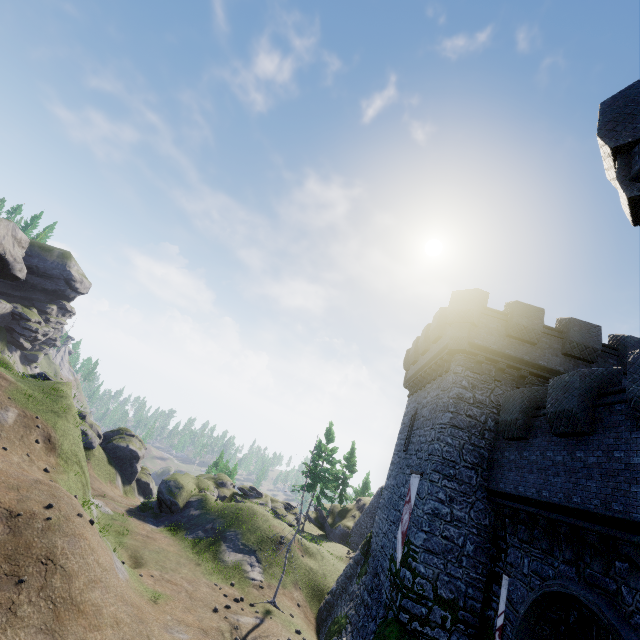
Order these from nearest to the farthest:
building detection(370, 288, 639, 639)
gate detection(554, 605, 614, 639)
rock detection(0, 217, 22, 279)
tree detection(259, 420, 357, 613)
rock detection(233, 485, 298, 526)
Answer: building detection(370, 288, 639, 639) → gate detection(554, 605, 614, 639) → tree detection(259, 420, 357, 613) → rock detection(233, 485, 298, 526) → rock detection(0, 217, 22, 279)

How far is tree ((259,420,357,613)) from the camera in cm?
1788

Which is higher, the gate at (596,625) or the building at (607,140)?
the building at (607,140)

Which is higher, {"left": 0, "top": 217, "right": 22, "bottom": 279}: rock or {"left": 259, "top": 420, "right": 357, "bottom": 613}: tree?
{"left": 0, "top": 217, "right": 22, "bottom": 279}: rock

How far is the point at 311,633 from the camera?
17.5 meters

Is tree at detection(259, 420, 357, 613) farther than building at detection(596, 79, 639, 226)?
Yes

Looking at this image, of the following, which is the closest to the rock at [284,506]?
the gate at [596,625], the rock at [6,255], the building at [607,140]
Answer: the building at [607,140]

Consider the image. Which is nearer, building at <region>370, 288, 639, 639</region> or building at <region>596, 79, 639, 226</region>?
building at <region>596, 79, 639, 226</region>
